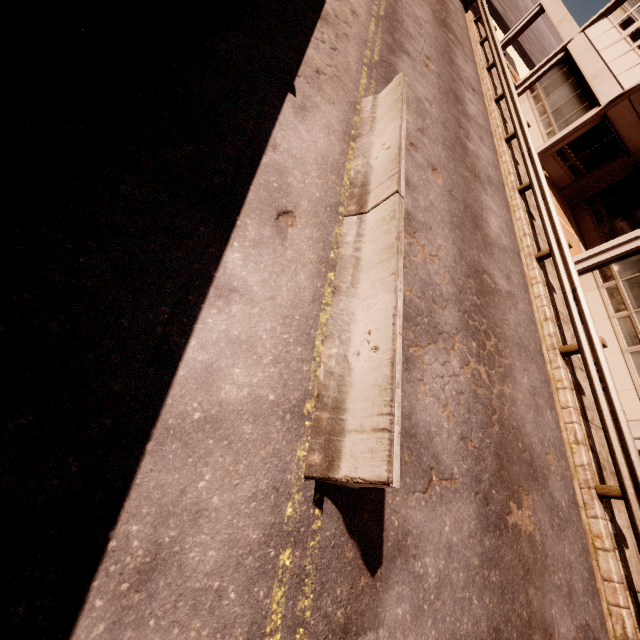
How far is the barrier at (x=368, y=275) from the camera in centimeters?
321cm

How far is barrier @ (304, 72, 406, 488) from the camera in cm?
321

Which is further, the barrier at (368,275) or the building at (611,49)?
the building at (611,49)

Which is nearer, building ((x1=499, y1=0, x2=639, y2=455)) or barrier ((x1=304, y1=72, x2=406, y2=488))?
barrier ((x1=304, y1=72, x2=406, y2=488))

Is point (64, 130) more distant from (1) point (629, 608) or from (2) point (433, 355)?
(1) point (629, 608)
